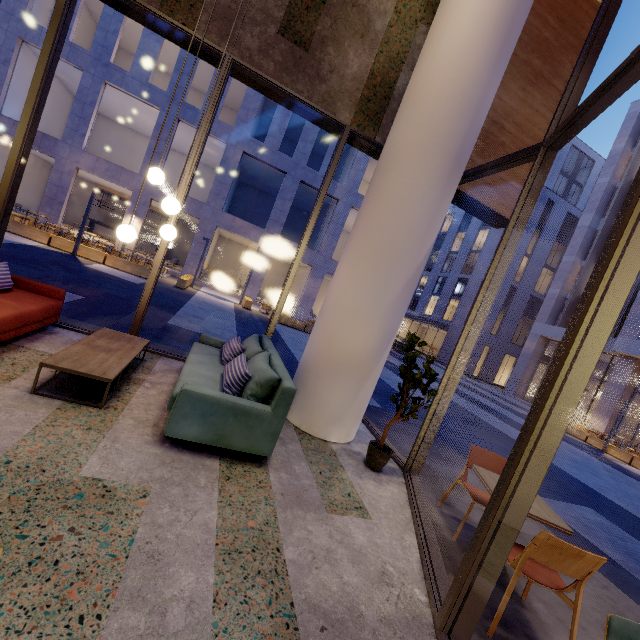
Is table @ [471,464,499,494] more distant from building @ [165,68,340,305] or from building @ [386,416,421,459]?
building @ [165,68,340,305]

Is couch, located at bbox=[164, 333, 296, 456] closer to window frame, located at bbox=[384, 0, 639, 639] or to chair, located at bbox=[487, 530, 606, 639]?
window frame, located at bbox=[384, 0, 639, 639]

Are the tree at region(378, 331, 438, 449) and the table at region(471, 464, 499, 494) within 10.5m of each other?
yes

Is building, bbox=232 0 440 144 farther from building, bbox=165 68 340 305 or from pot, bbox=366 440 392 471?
building, bbox=165 68 340 305

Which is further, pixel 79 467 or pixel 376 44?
pixel 376 44

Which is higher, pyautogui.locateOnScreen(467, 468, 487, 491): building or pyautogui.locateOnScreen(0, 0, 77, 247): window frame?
pyautogui.locateOnScreen(0, 0, 77, 247): window frame

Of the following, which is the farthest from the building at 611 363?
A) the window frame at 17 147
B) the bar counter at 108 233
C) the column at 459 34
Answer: the bar counter at 108 233

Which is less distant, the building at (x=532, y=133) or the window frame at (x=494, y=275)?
the window frame at (x=494, y=275)
